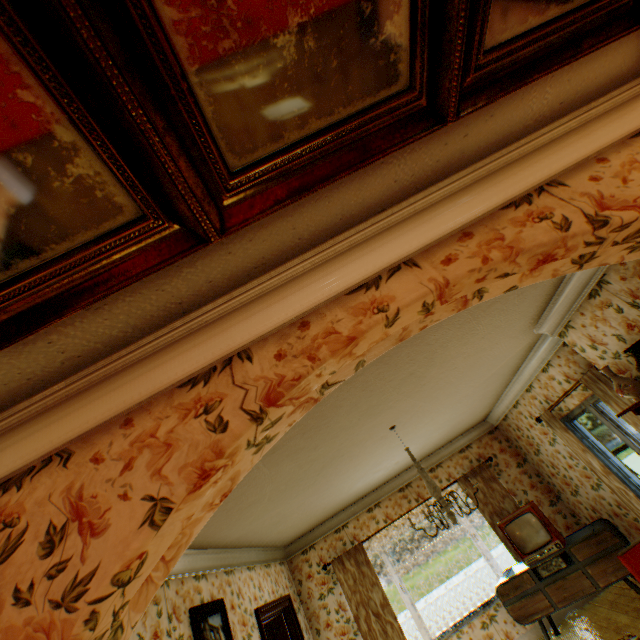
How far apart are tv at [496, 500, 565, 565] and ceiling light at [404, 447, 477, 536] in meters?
2.5

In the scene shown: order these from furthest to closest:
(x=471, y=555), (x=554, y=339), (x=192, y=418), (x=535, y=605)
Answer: (x=471, y=555) → (x=535, y=605) → (x=554, y=339) → (x=192, y=418)

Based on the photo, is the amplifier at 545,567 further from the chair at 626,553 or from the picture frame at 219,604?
the picture frame at 219,604

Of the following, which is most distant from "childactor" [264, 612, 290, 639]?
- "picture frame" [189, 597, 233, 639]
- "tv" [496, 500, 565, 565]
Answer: "tv" [496, 500, 565, 565]

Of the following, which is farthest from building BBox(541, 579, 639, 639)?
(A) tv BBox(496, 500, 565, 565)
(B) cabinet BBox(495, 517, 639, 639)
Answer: (A) tv BBox(496, 500, 565, 565)

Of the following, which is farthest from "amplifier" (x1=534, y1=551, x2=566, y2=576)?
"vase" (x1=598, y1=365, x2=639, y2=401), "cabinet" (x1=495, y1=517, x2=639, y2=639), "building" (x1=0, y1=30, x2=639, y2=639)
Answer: "vase" (x1=598, y1=365, x2=639, y2=401)

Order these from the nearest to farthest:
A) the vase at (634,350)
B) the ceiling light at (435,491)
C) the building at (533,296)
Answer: the building at (533,296) < the vase at (634,350) < the ceiling light at (435,491)

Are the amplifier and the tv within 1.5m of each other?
yes
